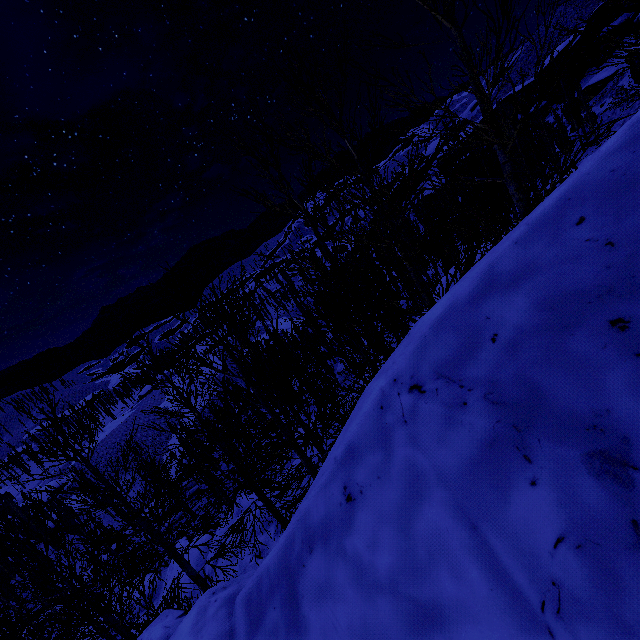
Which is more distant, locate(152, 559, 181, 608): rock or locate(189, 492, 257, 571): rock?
locate(152, 559, 181, 608): rock

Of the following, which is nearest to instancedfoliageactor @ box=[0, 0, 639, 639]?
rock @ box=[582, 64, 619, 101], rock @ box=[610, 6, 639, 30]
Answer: rock @ box=[610, 6, 639, 30]

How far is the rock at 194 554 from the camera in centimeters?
1764cm

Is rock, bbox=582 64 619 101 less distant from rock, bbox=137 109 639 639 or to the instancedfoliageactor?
rock, bbox=137 109 639 639

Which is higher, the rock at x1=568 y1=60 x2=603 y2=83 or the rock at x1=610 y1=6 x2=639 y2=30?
the rock at x1=610 y1=6 x2=639 y2=30

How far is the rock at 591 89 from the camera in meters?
46.7 m

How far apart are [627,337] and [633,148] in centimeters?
125cm
